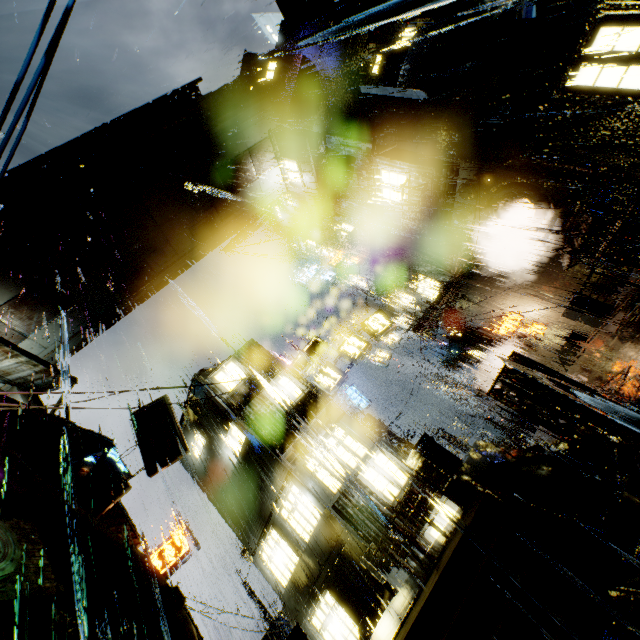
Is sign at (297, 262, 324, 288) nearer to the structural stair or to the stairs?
the structural stair

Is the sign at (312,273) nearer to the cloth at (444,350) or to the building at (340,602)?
the building at (340,602)

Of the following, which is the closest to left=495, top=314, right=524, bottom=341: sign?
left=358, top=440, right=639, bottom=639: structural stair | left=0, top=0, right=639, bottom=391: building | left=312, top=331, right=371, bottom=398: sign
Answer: left=0, top=0, right=639, bottom=391: building

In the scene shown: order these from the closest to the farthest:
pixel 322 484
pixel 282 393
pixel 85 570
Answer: pixel 85 570
pixel 322 484
pixel 282 393

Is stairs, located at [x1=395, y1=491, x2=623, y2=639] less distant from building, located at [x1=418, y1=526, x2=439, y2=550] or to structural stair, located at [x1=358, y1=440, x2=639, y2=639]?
structural stair, located at [x1=358, y1=440, x2=639, y2=639]

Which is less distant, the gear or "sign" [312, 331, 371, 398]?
the gear

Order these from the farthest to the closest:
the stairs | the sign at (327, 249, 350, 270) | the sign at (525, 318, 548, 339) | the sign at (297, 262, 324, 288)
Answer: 1. the sign at (297, 262, 324, 288)
2. the sign at (327, 249, 350, 270)
3. the sign at (525, 318, 548, 339)
4. the stairs

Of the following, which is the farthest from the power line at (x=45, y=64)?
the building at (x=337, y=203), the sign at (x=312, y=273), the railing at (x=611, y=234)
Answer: the sign at (x=312, y=273)
